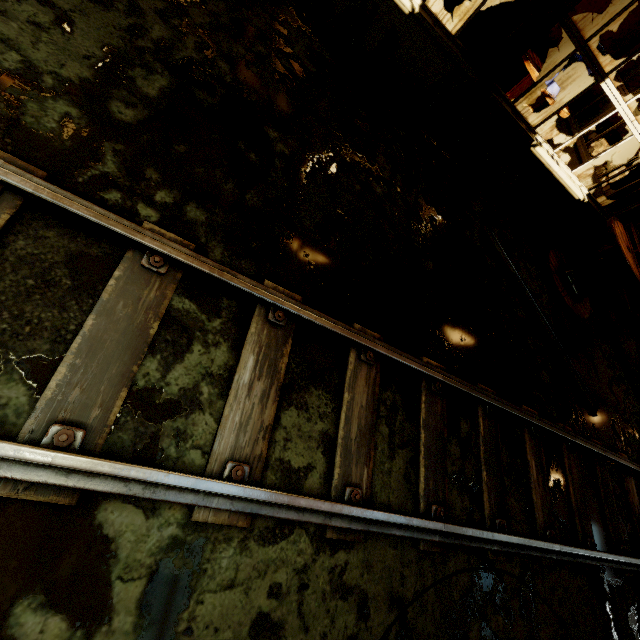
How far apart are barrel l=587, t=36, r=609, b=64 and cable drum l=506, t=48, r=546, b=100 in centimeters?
16cm

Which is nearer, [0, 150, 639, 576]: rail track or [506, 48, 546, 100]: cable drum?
[0, 150, 639, 576]: rail track

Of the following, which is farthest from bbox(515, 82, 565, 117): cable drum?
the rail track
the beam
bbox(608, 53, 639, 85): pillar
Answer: the rail track

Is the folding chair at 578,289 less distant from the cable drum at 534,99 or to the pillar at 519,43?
the pillar at 519,43

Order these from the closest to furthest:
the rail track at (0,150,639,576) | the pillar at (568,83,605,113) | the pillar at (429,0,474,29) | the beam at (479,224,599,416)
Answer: the rail track at (0,150,639,576), the beam at (479,224,599,416), the pillar at (429,0,474,29), the pillar at (568,83,605,113)

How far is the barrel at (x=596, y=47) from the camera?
6.3m

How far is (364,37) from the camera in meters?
5.0 m
